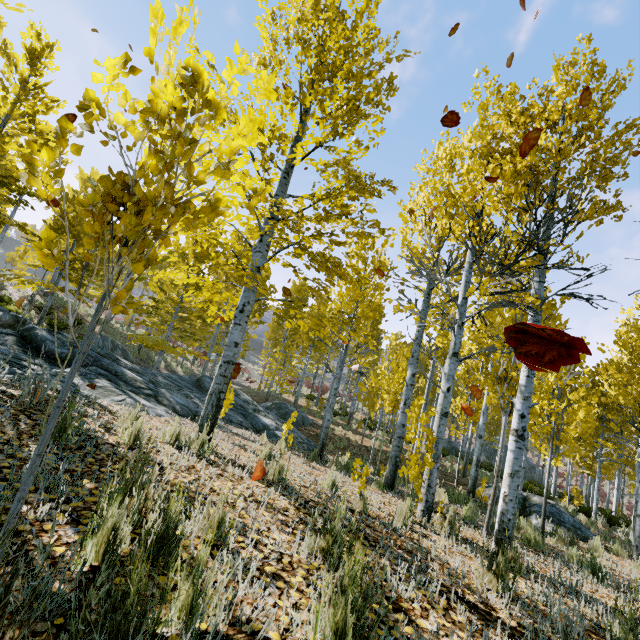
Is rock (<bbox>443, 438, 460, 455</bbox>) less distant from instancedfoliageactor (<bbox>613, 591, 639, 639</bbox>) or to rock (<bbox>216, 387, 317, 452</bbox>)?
instancedfoliageactor (<bbox>613, 591, 639, 639</bbox>)

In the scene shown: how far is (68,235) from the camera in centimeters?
127cm

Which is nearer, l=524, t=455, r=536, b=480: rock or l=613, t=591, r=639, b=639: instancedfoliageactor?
l=613, t=591, r=639, b=639: instancedfoliageactor

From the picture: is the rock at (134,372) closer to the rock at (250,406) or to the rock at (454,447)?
the rock at (250,406)

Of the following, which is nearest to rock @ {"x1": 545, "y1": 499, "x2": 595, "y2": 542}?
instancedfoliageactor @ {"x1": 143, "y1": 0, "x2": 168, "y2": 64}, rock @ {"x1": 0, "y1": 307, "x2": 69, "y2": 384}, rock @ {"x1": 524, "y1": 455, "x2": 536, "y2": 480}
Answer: instancedfoliageactor @ {"x1": 143, "y1": 0, "x2": 168, "y2": 64}

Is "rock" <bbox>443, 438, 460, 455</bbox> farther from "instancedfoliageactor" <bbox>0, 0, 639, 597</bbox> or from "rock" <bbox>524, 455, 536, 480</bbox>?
"rock" <bbox>524, 455, 536, 480</bbox>

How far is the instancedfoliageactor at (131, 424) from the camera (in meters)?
3.44

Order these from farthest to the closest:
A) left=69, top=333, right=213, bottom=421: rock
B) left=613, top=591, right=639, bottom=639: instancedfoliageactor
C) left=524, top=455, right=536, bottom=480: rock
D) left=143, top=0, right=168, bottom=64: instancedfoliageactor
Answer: left=524, top=455, right=536, bottom=480: rock
left=69, top=333, right=213, bottom=421: rock
left=613, top=591, right=639, bottom=639: instancedfoliageactor
left=143, top=0, right=168, bottom=64: instancedfoliageactor
